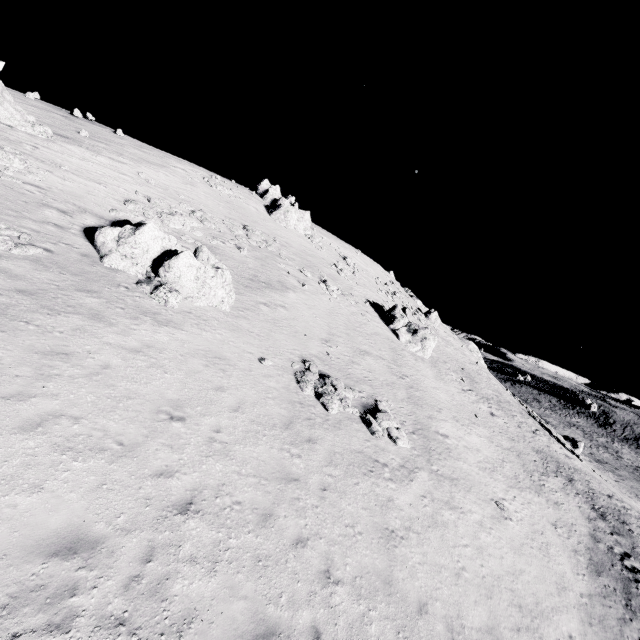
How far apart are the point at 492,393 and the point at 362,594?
34.86m

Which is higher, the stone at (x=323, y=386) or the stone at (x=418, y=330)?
the stone at (x=418, y=330)

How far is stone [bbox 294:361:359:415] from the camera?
15.58m

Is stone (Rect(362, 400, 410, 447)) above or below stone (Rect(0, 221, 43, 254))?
below

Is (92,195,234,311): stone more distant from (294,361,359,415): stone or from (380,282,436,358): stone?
(380,282,436,358): stone

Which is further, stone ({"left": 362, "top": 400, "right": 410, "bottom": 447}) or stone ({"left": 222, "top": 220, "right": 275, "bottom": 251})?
stone ({"left": 222, "top": 220, "right": 275, "bottom": 251})

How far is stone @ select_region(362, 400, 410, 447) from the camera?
15.9 meters

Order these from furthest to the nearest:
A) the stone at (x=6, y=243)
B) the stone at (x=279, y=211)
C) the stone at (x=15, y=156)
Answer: the stone at (x=279, y=211)
the stone at (x=15, y=156)
the stone at (x=6, y=243)
